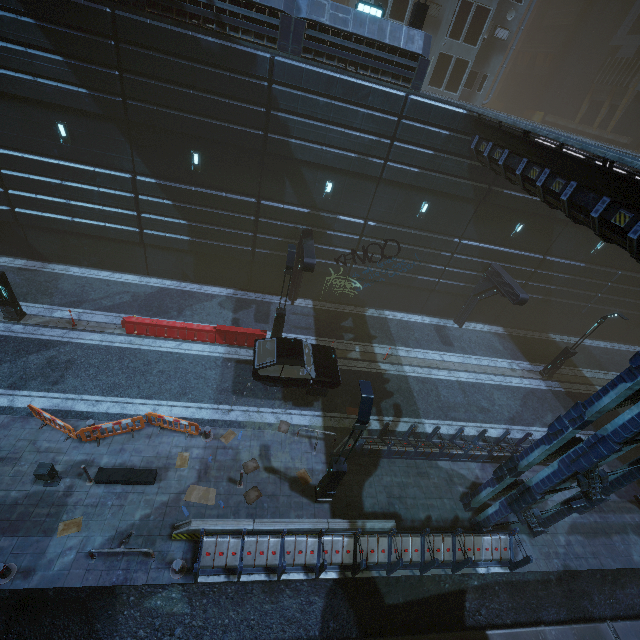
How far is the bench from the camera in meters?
10.5

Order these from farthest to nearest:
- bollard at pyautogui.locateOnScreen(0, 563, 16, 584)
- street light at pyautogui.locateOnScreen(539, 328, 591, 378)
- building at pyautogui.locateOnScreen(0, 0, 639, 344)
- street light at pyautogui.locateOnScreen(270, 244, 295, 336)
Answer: street light at pyautogui.locateOnScreen(539, 328, 591, 378) < street light at pyautogui.locateOnScreen(270, 244, 295, 336) < building at pyautogui.locateOnScreen(0, 0, 639, 344) < bollard at pyautogui.locateOnScreen(0, 563, 16, 584)

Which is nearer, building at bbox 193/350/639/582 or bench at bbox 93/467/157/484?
building at bbox 193/350/639/582

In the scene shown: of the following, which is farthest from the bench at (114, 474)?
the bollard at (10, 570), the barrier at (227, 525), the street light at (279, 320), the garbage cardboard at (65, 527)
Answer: the street light at (279, 320)

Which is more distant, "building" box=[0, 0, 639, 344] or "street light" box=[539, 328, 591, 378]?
"street light" box=[539, 328, 591, 378]

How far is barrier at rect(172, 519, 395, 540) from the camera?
9.8m

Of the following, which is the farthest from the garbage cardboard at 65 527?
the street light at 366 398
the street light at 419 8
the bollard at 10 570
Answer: the street light at 419 8

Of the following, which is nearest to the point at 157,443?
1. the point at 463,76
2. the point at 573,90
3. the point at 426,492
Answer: the point at 426,492
